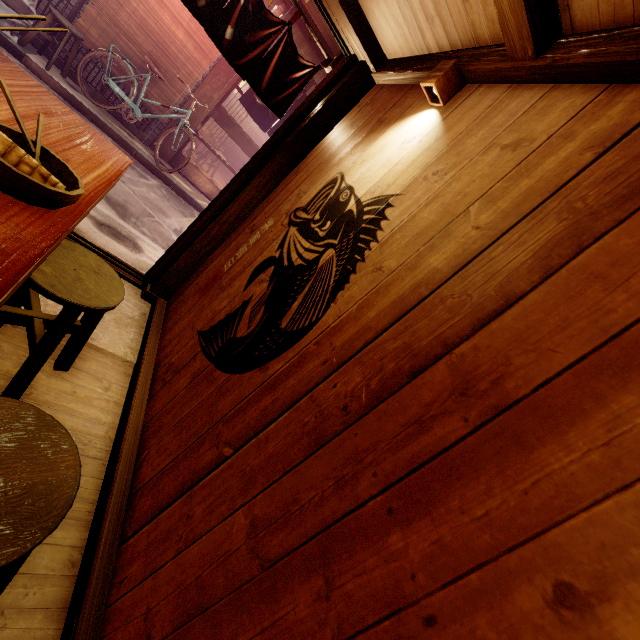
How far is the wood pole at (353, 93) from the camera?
4.7 meters

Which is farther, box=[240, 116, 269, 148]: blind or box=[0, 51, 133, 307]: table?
box=[240, 116, 269, 148]: blind

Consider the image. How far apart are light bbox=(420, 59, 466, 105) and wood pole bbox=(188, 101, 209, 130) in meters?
11.6

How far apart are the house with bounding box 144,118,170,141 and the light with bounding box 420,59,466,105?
11.7 meters

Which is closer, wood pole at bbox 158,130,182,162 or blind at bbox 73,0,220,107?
blind at bbox 73,0,220,107

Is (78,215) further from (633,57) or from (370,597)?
(633,57)

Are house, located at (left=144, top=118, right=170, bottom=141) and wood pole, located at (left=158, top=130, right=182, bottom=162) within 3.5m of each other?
yes

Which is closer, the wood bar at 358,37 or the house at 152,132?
the wood bar at 358,37
